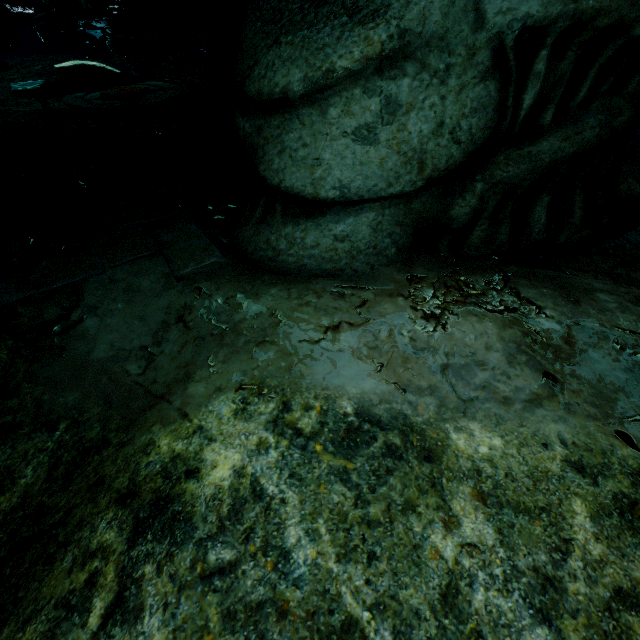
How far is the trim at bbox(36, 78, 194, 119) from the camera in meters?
6.9 m

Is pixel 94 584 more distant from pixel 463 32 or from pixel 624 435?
pixel 463 32

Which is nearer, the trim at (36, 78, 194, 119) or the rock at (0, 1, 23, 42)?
the trim at (36, 78, 194, 119)

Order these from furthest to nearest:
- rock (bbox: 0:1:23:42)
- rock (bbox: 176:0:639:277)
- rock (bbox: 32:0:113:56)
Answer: rock (bbox: 0:1:23:42)
rock (bbox: 32:0:113:56)
rock (bbox: 176:0:639:277)

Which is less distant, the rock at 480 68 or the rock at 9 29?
the rock at 480 68

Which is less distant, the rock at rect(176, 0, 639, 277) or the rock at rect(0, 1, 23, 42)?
the rock at rect(176, 0, 639, 277)

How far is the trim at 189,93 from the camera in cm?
691

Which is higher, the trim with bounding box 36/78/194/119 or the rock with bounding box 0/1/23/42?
the rock with bounding box 0/1/23/42
